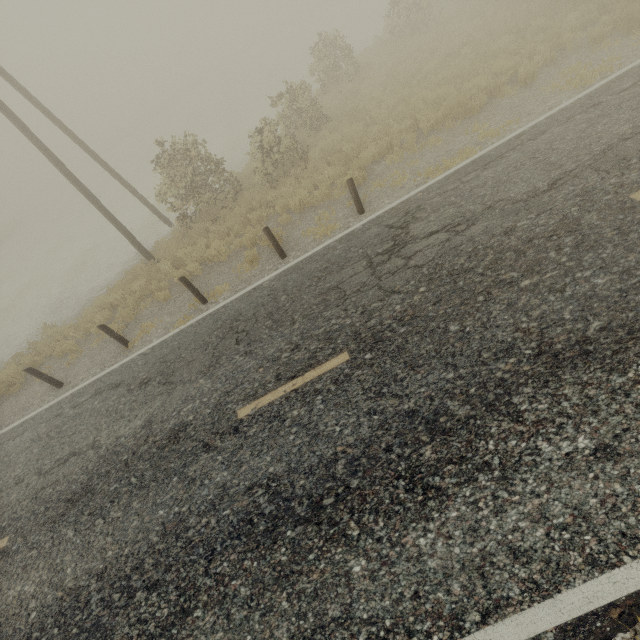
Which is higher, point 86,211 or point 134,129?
point 134,129
